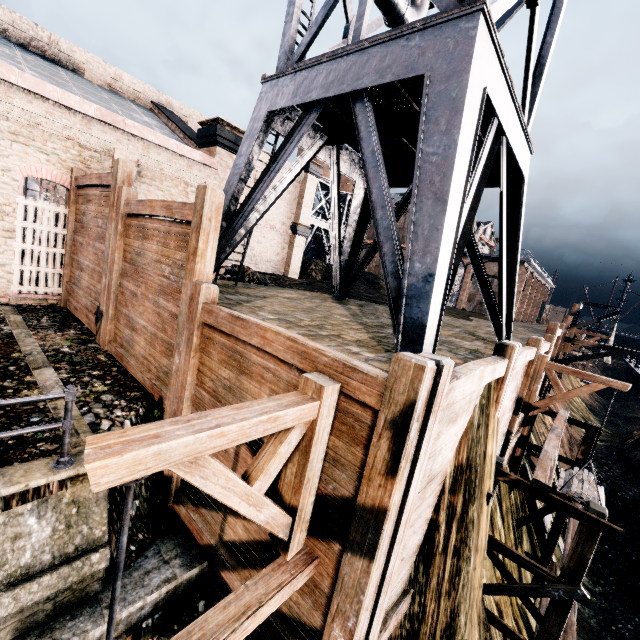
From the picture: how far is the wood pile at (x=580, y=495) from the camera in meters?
9.9 m

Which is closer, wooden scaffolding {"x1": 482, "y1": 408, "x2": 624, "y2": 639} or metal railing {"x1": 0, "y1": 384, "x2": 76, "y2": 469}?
metal railing {"x1": 0, "y1": 384, "x2": 76, "y2": 469}

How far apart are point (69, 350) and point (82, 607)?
6.6m

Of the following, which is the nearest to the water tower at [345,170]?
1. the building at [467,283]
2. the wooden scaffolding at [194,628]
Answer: the wooden scaffolding at [194,628]

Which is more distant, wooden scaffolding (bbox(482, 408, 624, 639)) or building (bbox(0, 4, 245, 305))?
building (bbox(0, 4, 245, 305))

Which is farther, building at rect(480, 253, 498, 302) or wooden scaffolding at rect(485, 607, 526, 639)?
building at rect(480, 253, 498, 302)

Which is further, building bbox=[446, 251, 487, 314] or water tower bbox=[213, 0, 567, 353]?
building bbox=[446, 251, 487, 314]

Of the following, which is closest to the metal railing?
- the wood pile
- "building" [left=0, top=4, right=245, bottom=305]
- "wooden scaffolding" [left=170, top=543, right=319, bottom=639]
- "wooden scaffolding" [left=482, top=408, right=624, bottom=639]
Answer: "wooden scaffolding" [left=170, top=543, right=319, bottom=639]
